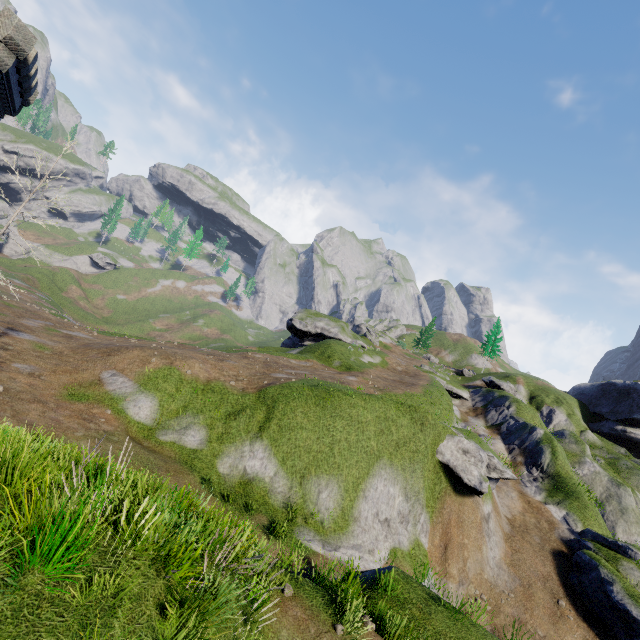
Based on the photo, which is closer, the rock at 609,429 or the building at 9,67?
the building at 9,67

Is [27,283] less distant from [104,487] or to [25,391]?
[25,391]

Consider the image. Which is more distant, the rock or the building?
the rock
